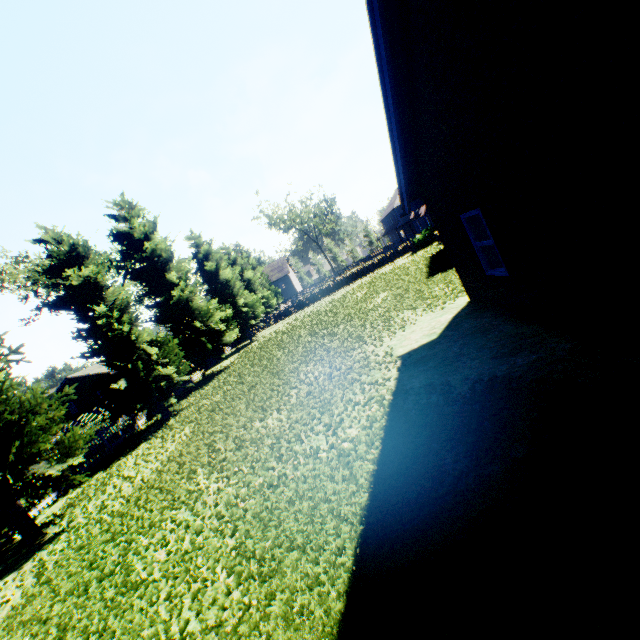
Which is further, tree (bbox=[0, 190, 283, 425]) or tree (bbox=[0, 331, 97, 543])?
tree (bbox=[0, 190, 283, 425])

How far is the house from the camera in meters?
43.4

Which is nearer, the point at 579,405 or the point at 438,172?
the point at 579,405

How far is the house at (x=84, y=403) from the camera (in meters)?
43.44

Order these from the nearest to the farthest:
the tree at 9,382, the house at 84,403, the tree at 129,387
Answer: the tree at 9,382 → the tree at 129,387 → the house at 84,403

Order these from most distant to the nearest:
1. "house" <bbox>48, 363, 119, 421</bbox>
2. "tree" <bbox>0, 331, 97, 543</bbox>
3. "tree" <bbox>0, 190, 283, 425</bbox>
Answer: "house" <bbox>48, 363, 119, 421</bbox> → "tree" <bbox>0, 190, 283, 425</bbox> → "tree" <bbox>0, 331, 97, 543</bbox>

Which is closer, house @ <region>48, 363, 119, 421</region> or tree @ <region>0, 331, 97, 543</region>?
tree @ <region>0, 331, 97, 543</region>
